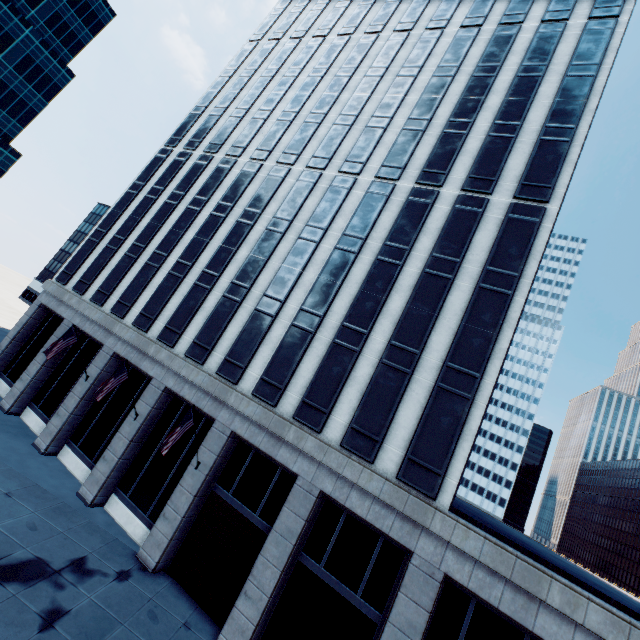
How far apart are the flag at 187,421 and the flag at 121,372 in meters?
5.5 m

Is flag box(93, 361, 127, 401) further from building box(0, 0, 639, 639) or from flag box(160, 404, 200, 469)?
flag box(160, 404, 200, 469)

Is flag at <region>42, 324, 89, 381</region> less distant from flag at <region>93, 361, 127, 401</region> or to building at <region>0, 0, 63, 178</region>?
flag at <region>93, 361, 127, 401</region>

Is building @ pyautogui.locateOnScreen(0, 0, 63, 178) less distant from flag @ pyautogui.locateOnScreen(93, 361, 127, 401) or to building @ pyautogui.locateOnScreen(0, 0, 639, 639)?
building @ pyautogui.locateOnScreen(0, 0, 639, 639)

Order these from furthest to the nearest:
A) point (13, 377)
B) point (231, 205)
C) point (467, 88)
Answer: point (13, 377) → point (231, 205) → point (467, 88)

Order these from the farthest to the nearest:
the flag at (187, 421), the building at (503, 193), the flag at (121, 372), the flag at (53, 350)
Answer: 1. the flag at (53, 350)
2. the flag at (121, 372)
3. the flag at (187, 421)
4. the building at (503, 193)

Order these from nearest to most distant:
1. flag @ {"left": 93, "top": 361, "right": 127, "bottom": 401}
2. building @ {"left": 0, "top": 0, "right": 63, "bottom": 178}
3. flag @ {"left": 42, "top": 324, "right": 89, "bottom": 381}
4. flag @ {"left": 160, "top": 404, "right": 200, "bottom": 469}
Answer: flag @ {"left": 160, "top": 404, "right": 200, "bottom": 469} < flag @ {"left": 93, "top": 361, "right": 127, "bottom": 401} < flag @ {"left": 42, "top": 324, "right": 89, "bottom": 381} < building @ {"left": 0, "top": 0, "right": 63, "bottom": 178}

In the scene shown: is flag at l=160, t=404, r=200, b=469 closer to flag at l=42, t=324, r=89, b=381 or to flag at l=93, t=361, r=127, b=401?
flag at l=93, t=361, r=127, b=401
